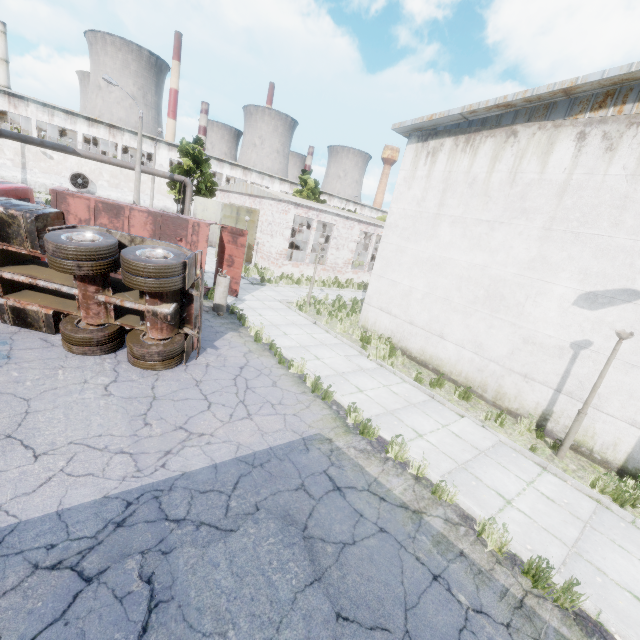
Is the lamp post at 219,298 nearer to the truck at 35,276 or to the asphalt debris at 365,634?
the truck at 35,276

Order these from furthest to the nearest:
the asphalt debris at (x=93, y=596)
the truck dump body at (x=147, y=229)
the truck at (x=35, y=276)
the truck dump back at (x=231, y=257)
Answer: the truck dump back at (x=231, y=257), the truck dump body at (x=147, y=229), the truck at (x=35, y=276), the asphalt debris at (x=93, y=596)

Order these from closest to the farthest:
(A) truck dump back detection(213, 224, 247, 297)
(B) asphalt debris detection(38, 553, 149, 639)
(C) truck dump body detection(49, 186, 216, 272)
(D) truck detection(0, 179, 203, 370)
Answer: (B) asphalt debris detection(38, 553, 149, 639) < (D) truck detection(0, 179, 203, 370) < (C) truck dump body detection(49, 186, 216, 272) < (A) truck dump back detection(213, 224, 247, 297)

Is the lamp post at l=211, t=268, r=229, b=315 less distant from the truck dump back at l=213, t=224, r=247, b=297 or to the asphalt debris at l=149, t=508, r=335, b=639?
the truck dump back at l=213, t=224, r=247, b=297

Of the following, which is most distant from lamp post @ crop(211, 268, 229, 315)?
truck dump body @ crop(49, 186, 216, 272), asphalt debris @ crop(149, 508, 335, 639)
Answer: asphalt debris @ crop(149, 508, 335, 639)

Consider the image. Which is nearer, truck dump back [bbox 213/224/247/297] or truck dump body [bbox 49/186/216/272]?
truck dump body [bbox 49/186/216/272]

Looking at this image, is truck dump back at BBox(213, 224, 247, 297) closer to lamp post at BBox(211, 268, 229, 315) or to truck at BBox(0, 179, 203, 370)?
lamp post at BBox(211, 268, 229, 315)

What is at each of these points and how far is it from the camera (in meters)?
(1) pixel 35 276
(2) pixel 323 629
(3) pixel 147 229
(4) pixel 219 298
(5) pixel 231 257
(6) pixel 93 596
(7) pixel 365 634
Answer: (1) truck, 7.52
(2) asphalt debris, 3.43
(3) truck dump body, 12.20
(4) lamp post, 12.17
(5) truck dump back, 14.24
(6) asphalt debris, 3.25
(7) asphalt debris, 3.48
